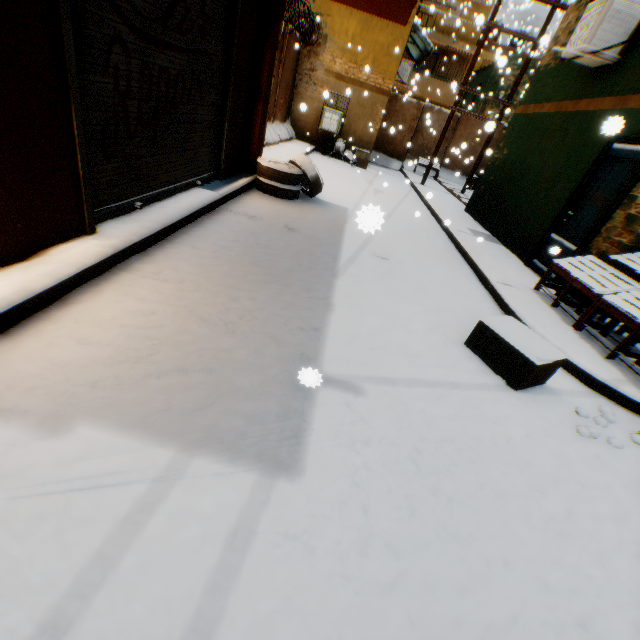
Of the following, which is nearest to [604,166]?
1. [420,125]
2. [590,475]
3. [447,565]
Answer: [590,475]

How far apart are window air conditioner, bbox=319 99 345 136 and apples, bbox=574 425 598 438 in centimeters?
1469cm

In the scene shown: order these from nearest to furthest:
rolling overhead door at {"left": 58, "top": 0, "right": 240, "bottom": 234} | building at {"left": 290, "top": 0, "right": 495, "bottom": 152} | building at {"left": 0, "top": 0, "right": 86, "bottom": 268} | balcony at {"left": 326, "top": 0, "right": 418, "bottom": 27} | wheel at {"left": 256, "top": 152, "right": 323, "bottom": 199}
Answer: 1. building at {"left": 0, "top": 0, "right": 86, "bottom": 268}
2. rolling overhead door at {"left": 58, "top": 0, "right": 240, "bottom": 234}
3. balcony at {"left": 326, "top": 0, "right": 418, "bottom": 27}
4. wheel at {"left": 256, "top": 152, "right": 323, "bottom": 199}
5. building at {"left": 290, "top": 0, "right": 495, "bottom": 152}

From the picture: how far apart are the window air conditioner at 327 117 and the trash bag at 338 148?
0.2m

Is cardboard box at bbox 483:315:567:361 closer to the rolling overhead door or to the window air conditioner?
the rolling overhead door

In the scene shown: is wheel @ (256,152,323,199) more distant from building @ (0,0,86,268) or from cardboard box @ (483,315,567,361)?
cardboard box @ (483,315,567,361)

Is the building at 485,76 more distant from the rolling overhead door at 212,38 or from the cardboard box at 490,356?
the cardboard box at 490,356

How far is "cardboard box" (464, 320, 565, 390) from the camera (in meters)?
3.13
